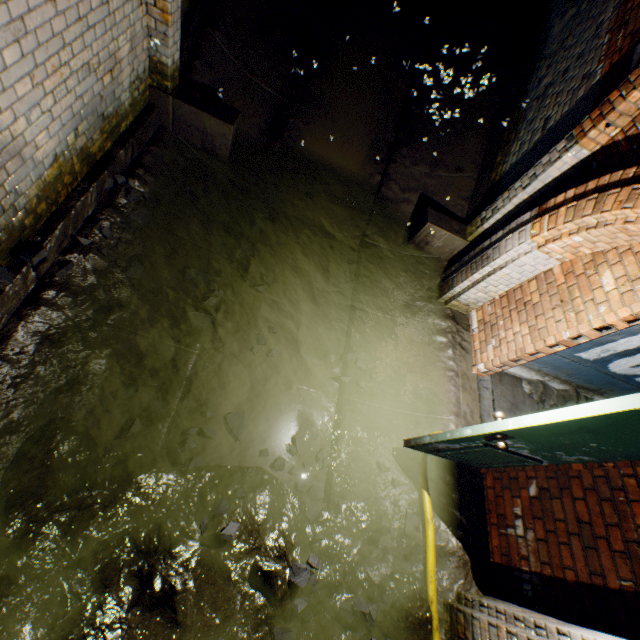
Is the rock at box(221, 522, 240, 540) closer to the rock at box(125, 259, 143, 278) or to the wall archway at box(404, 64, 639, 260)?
the rock at box(125, 259, 143, 278)

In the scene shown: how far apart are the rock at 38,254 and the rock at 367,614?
3.7 meters

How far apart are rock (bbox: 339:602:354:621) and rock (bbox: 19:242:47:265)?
3.67m

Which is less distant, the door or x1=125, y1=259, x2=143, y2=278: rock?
the door

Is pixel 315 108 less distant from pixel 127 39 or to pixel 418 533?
pixel 127 39

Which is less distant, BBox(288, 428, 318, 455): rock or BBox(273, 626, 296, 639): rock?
BBox(273, 626, 296, 639): rock

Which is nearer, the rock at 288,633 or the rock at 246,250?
the rock at 288,633

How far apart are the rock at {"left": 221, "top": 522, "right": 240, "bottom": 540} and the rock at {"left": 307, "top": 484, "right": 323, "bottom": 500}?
0.8m
